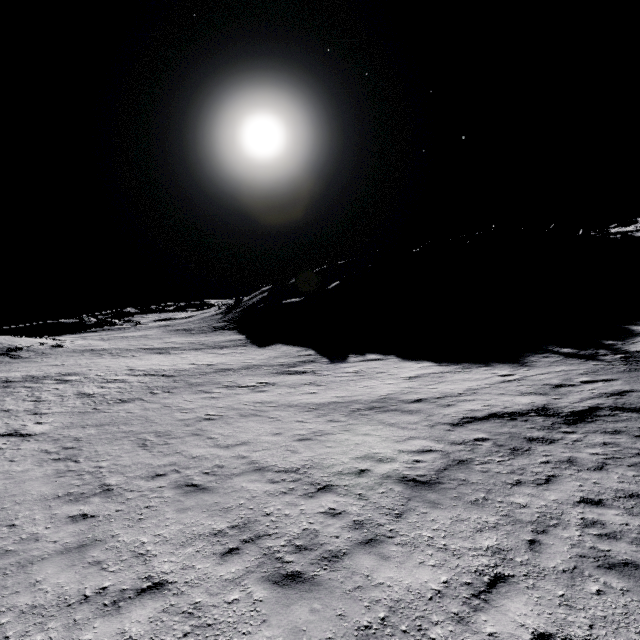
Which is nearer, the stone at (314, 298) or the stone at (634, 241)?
the stone at (314, 298)

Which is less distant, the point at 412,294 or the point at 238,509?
the point at 238,509

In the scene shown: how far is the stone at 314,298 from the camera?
Answer: 50.3m

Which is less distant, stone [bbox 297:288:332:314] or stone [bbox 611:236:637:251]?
stone [bbox 297:288:332:314]

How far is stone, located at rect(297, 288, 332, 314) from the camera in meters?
50.3
